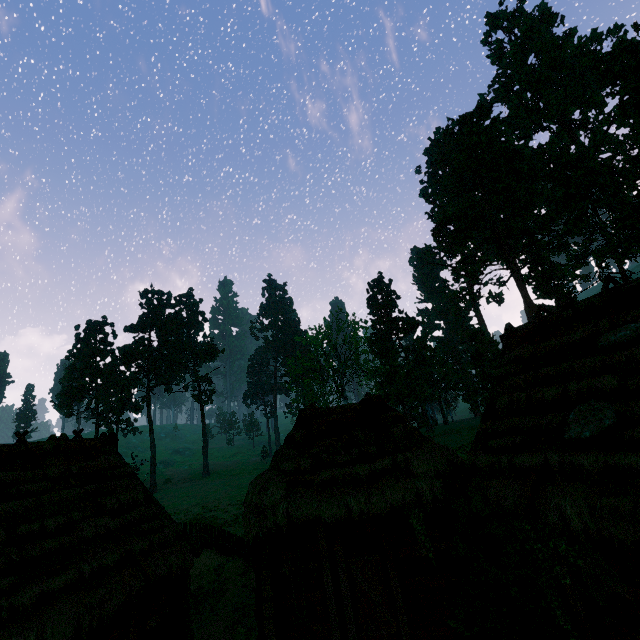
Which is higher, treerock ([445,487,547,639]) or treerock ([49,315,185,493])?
treerock ([49,315,185,493])

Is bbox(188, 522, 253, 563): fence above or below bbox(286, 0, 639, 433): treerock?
below

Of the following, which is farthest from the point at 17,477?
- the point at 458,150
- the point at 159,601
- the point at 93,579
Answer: the point at 458,150

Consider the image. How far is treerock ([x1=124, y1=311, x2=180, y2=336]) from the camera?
58.50m

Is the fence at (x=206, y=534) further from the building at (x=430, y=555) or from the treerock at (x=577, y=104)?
the treerock at (x=577, y=104)

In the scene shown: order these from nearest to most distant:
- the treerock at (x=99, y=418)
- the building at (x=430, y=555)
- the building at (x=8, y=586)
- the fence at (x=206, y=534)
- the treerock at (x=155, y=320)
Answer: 1. the building at (x=430, y=555)
2. the building at (x=8, y=586)
3. the fence at (x=206, y=534)
4. the treerock at (x=99, y=418)
5. the treerock at (x=155, y=320)

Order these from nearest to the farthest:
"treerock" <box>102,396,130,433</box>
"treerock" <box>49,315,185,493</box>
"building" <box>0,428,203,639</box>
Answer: "building" <box>0,428,203,639</box> < "treerock" <box>102,396,130,433</box> < "treerock" <box>49,315,185,493</box>
